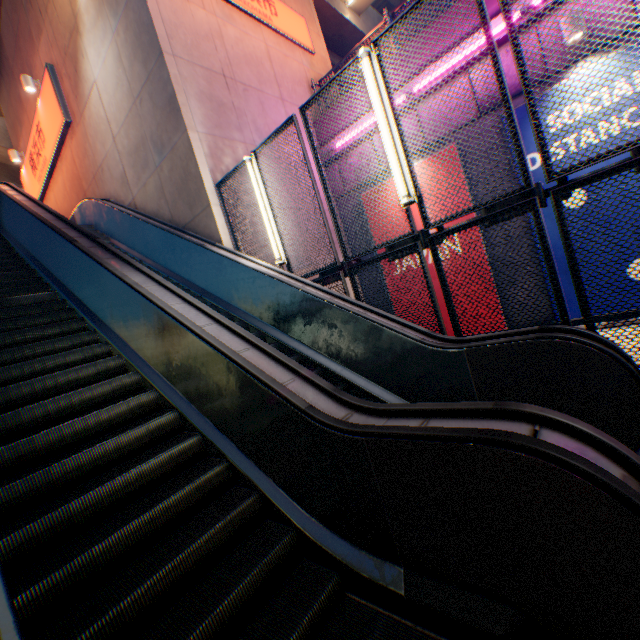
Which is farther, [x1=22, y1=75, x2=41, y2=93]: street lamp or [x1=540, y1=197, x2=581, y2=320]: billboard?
[x1=22, y1=75, x2=41, y2=93]: street lamp

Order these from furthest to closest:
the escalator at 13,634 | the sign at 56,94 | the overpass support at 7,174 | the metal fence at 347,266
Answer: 1. the overpass support at 7,174
2. the sign at 56,94
3. the metal fence at 347,266
4. the escalator at 13,634

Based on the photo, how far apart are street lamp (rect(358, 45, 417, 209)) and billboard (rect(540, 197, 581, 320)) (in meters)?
3.92

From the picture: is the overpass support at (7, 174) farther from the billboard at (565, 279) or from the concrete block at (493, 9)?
the billboard at (565, 279)

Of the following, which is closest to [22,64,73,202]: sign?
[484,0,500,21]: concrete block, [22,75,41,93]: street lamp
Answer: [22,75,41,93]: street lamp

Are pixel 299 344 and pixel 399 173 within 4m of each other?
yes

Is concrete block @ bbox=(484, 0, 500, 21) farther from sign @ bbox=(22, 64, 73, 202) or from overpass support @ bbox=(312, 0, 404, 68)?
sign @ bbox=(22, 64, 73, 202)

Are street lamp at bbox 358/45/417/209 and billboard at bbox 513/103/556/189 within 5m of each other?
yes
